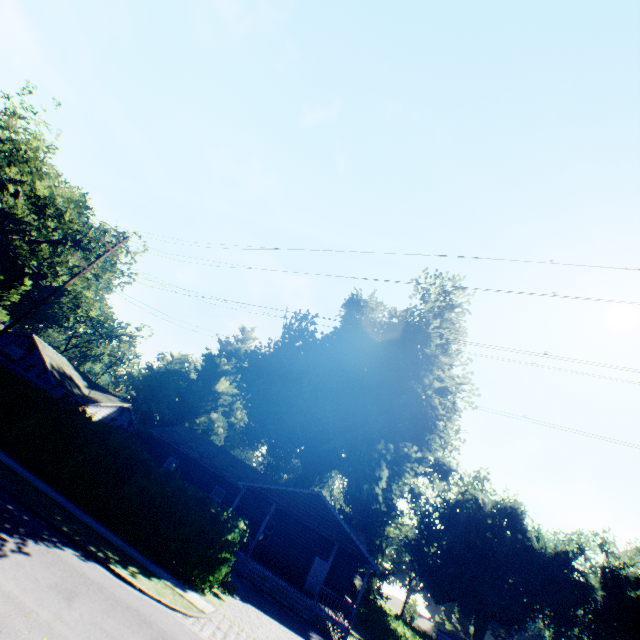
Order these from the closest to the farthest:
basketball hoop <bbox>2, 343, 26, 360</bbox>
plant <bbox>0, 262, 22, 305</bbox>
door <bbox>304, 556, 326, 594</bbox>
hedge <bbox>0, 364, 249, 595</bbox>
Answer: hedge <bbox>0, 364, 249, 595</bbox>, door <bbox>304, 556, 326, 594</bbox>, basketball hoop <bbox>2, 343, 26, 360</bbox>, plant <bbox>0, 262, 22, 305</bbox>

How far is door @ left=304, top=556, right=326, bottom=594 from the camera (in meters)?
24.36

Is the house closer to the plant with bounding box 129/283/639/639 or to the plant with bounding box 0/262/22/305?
the plant with bounding box 129/283/639/639

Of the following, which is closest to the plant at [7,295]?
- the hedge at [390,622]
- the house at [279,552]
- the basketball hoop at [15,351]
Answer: the basketball hoop at [15,351]

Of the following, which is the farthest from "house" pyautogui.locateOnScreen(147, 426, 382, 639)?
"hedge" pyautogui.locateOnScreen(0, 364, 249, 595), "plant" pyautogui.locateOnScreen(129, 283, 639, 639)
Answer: "hedge" pyautogui.locateOnScreen(0, 364, 249, 595)

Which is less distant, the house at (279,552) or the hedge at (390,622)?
the house at (279,552)

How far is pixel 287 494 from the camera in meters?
23.3

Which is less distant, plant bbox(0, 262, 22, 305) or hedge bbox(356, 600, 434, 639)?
hedge bbox(356, 600, 434, 639)
